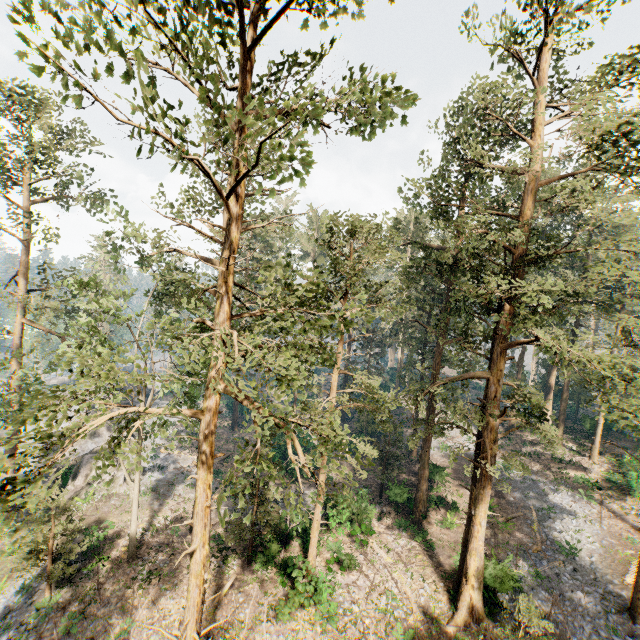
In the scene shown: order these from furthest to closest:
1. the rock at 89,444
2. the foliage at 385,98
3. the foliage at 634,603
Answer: the rock at 89,444 → the foliage at 634,603 → the foliage at 385,98

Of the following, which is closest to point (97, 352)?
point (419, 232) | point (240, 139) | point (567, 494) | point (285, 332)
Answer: point (285, 332)

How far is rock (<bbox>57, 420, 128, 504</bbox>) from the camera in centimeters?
2734cm

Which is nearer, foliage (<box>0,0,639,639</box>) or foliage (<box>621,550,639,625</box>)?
foliage (<box>0,0,639,639</box>)

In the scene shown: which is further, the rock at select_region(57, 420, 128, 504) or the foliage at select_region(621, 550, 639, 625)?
the rock at select_region(57, 420, 128, 504)

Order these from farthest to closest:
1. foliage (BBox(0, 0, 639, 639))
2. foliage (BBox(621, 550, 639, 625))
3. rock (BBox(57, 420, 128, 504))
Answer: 1. rock (BBox(57, 420, 128, 504))
2. foliage (BBox(621, 550, 639, 625))
3. foliage (BBox(0, 0, 639, 639))

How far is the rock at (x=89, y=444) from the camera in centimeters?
2734cm
